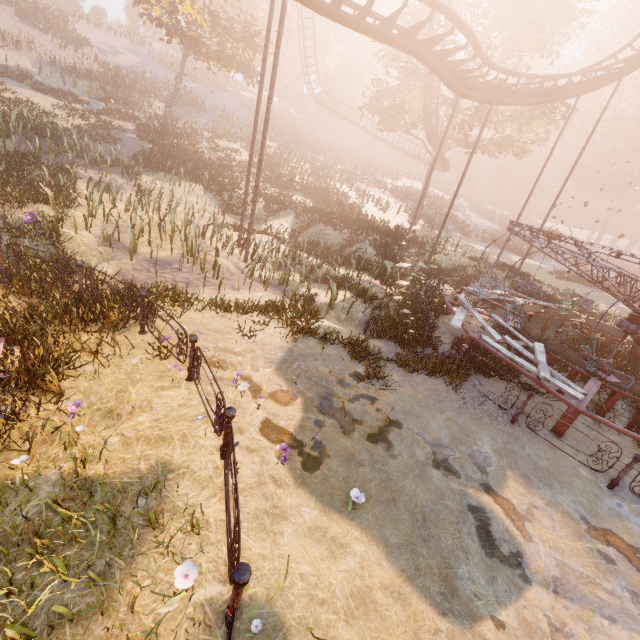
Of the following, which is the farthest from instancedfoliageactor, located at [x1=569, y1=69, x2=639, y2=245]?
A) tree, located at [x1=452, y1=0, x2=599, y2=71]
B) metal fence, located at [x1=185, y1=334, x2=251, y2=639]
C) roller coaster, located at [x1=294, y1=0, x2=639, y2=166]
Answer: metal fence, located at [x1=185, y1=334, x2=251, y2=639]

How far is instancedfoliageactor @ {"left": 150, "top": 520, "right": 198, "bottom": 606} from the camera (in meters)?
3.14

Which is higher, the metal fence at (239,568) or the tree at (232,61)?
the tree at (232,61)

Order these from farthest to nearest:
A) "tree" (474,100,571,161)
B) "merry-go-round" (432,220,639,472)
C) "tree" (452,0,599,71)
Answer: "tree" (474,100,571,161), "tree" (452,0,599,71), "merry-go-round" (432,220,639,472)

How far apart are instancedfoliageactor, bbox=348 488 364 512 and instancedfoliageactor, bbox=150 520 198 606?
2.1 meters

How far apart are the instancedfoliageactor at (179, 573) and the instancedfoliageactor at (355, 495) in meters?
2.1 m

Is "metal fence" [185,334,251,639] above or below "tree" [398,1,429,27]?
below

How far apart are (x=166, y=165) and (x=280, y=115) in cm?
4243
